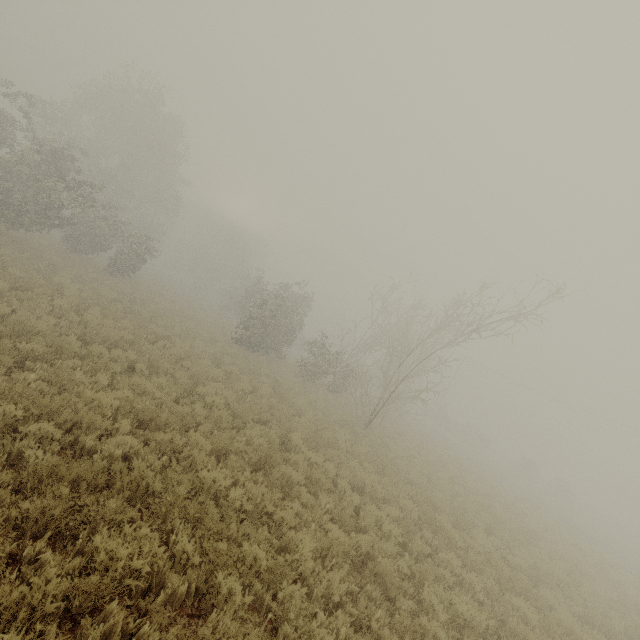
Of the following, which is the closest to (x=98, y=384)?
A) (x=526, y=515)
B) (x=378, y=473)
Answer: (x=378, y=473)
